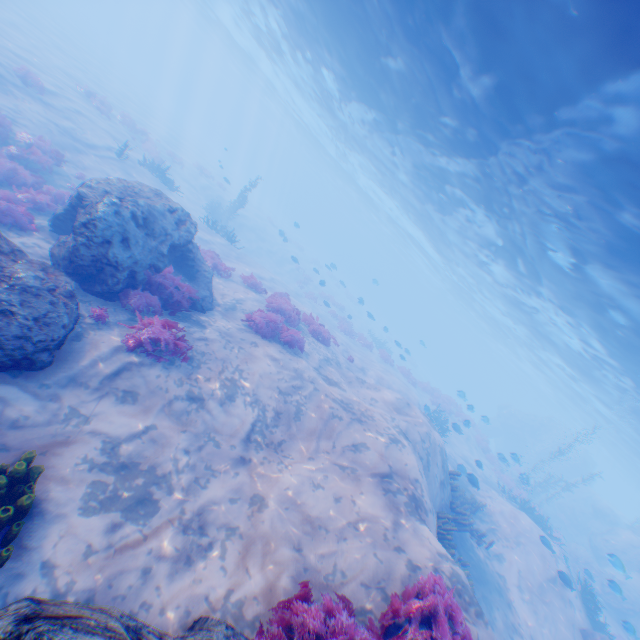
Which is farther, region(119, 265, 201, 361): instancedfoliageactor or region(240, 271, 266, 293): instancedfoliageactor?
region(240, 271, 266, 293): instancedfoliageactor

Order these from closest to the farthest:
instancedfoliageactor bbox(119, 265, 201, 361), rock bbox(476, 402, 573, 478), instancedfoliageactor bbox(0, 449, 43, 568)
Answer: instancedfoliageactor bbox(0, 449, 43, 568) < instancedfoliageactor bbox(119, 265, 201, 361) < rock bbox(476, 402, 573, 478)

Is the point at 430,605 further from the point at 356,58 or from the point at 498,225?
the point at 356,58

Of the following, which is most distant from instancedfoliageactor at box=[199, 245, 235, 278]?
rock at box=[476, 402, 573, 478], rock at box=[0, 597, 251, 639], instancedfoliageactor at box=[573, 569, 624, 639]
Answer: rock at box=[476, 402, 573, 478]

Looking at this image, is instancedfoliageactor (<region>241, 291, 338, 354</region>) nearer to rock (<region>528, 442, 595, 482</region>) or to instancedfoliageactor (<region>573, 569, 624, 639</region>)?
instancedfoliageactor (<region>573, 569, 624, 639</region>)

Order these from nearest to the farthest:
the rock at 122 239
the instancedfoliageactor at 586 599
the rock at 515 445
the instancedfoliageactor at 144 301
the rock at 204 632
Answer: the rock at 204 632, the rock at 122 239, the instancedfoliageactor at 144 301, the instancedfoliageactor at 586 599, the rock at 515 445

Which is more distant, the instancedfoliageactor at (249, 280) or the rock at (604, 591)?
the rock at (604, 591)

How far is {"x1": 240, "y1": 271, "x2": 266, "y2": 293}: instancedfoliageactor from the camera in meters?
Answer: 16.3
